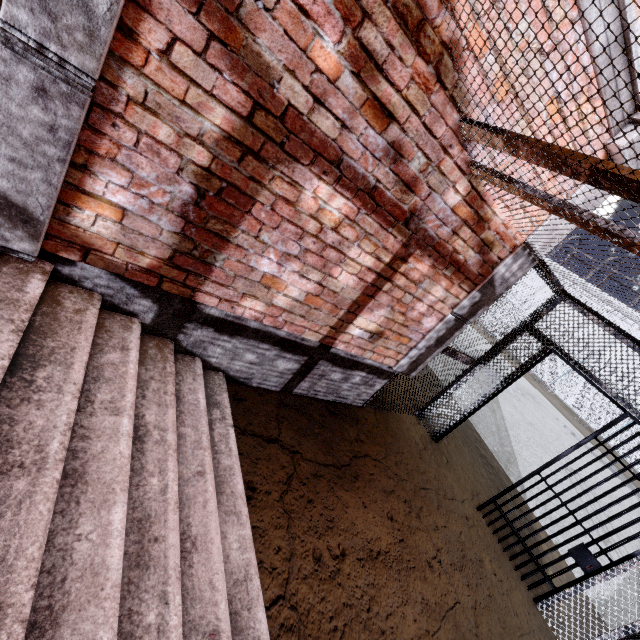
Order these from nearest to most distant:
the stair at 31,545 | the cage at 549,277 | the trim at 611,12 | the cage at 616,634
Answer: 1. the stair at 31,545
2. the trim at 611,12
3. the cage at 616,634
4. the cage at 549,277

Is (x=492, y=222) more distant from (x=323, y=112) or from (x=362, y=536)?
(x=362, y=536)

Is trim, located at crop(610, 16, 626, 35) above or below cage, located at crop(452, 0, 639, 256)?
above

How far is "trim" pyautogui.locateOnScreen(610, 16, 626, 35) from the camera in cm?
210

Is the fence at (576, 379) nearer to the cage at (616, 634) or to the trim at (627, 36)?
the cage at (616, 634)

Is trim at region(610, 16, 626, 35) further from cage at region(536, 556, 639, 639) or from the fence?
the fence

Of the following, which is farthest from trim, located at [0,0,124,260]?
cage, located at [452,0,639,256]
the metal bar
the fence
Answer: the fence
